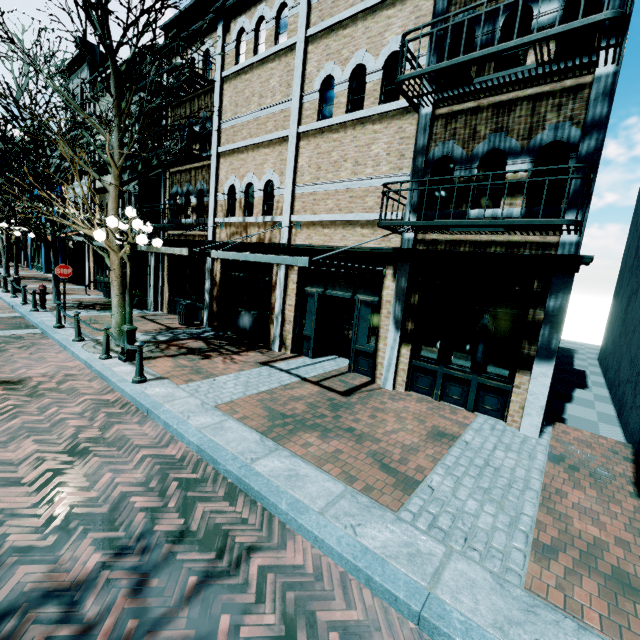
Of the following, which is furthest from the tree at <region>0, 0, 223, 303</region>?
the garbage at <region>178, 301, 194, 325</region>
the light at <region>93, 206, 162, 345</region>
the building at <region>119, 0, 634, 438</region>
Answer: the garbage at <region>178, 301, 194, 325</region>

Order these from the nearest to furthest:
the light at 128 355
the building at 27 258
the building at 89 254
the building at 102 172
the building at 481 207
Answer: the building at 481 207, the light at 128 355, the building at 102 172, the building at 89 254, the building at 27 258

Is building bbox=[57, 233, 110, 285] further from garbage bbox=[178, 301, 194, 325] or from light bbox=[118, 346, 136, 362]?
light bbox=[118, 346, 136, 362]

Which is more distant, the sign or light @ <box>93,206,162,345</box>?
the sign

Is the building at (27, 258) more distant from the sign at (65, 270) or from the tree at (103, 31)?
the sign at (65, 270)

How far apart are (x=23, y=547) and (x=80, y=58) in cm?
2717

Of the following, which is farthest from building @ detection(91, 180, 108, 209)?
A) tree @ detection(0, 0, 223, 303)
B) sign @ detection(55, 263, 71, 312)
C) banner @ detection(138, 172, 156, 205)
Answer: sign @ detection(55, 263, 71, 312)

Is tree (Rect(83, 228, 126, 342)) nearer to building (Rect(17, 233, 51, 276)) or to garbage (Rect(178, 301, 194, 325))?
building (Rect(17, 233, 51, 276))
